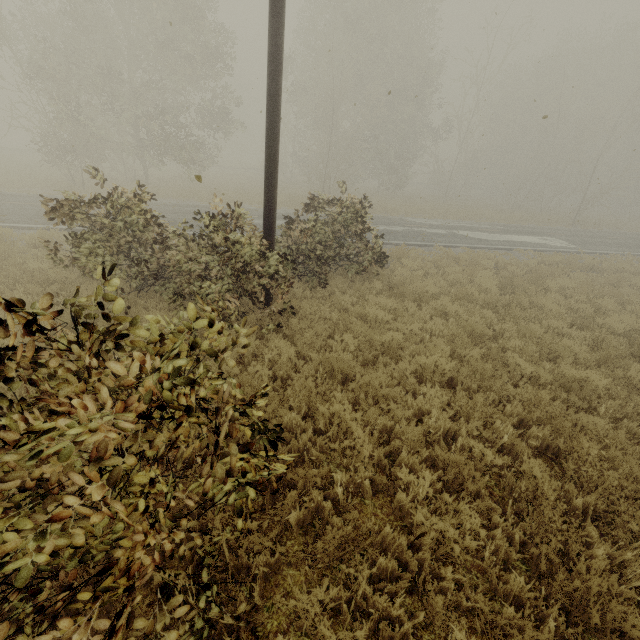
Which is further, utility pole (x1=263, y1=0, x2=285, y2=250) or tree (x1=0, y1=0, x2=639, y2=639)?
utility pole (x1=263, y1=0, x2=285, y2=250)

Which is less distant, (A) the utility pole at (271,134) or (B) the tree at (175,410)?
(B) the tree at (175,410)

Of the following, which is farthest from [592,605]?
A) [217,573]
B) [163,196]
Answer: [163,196]
